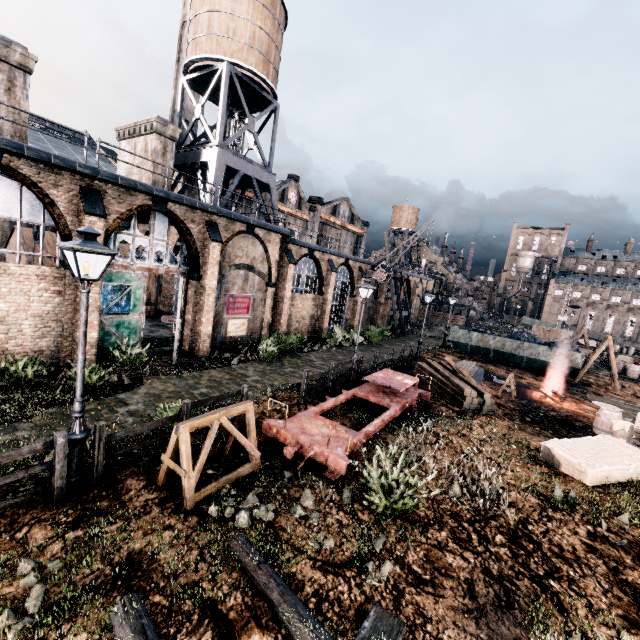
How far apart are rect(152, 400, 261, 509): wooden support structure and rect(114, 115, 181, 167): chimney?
15.6m

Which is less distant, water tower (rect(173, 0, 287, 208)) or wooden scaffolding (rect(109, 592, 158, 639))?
wooden scaffolding (rect(109, 592, 158, 639))

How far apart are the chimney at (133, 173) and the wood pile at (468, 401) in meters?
18.9

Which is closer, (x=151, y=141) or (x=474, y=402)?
(x=474, y=402)

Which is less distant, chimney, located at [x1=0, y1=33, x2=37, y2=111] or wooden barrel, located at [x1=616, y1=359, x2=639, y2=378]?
chimney, located at [x1=0, y1=33, x2=37, y2=111]

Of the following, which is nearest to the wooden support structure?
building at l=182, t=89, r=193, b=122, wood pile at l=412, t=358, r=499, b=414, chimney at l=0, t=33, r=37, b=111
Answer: wood pile at l=412, t=358, r=499, b=414

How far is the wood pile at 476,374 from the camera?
22.2m

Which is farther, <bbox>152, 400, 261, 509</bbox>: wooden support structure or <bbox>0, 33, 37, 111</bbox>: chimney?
<bbox>0, 33, 37, 111</bbox>: chimney
